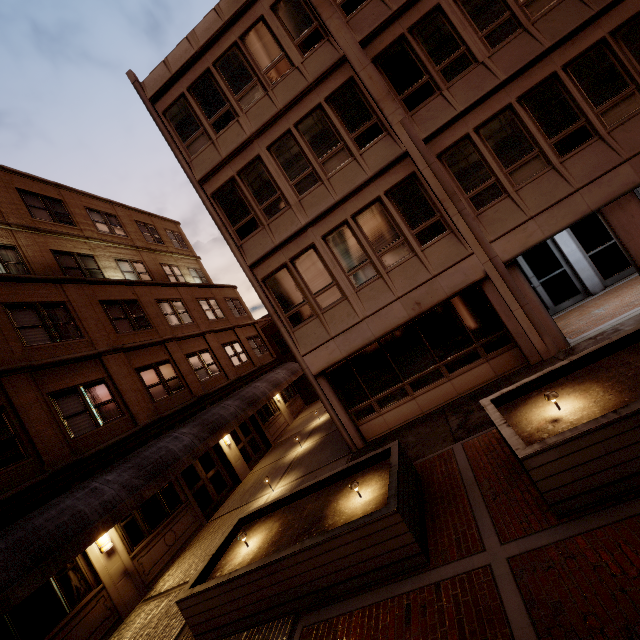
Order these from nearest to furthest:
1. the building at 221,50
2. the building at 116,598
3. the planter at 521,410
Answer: the planter at 521,410 → the building at 116,598 → the building at 221,50

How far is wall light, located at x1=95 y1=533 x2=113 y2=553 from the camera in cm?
955

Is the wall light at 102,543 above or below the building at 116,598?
above

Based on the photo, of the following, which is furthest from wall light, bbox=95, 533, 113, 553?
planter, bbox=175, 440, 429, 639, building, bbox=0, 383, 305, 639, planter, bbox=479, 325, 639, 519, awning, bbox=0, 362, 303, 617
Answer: planter, bbox=479, 325, 639, 519

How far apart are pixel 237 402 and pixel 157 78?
14.4 meters

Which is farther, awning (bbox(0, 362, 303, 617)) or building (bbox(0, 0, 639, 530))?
building (bbox(0, 0, 639, 530))

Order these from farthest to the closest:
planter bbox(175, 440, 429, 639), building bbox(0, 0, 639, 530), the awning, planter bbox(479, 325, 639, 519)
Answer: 1. building bbox(0, 0, 639, 530)
2. the awning
3. planter bbox(175, 440, 429, 639)
4. planter bbox(479, 325, 639, 519)
